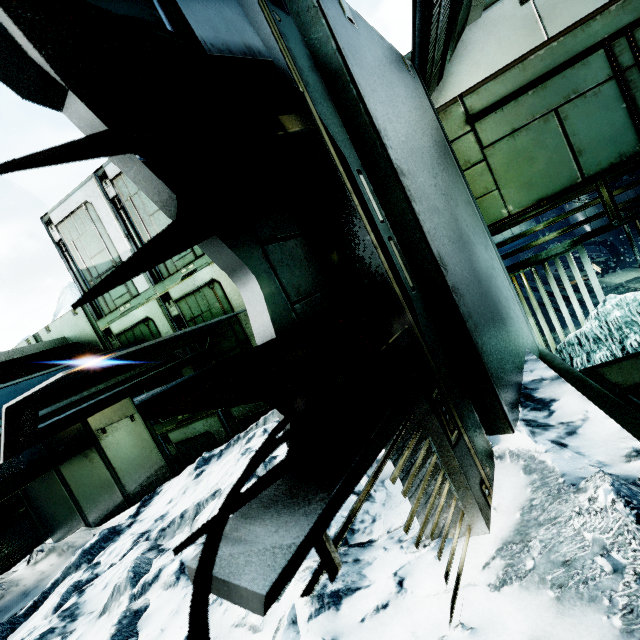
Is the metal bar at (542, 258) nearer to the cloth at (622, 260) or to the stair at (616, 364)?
the stair at (616, 364)

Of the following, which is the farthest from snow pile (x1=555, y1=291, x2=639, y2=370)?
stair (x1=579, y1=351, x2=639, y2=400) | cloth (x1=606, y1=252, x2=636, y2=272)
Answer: cloth (x1=606, y1=252, x2=636, y2=272)

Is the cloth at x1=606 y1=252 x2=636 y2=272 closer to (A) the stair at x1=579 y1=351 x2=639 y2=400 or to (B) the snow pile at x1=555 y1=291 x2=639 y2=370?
(B) the snow pile at x1=555 y1=291 x2=639 y2=370

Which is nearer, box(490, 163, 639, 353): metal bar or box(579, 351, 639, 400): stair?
box(579, 351, 639, 400): stair

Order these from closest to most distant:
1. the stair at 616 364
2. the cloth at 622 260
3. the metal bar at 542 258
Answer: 1. the stair at 616 364
2. the metal bar at 542 258
3. the cloth at 622 260

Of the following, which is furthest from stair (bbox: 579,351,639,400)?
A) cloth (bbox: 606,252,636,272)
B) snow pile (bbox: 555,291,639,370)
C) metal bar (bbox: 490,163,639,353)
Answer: cloth (bbox: 606,252,636,272)

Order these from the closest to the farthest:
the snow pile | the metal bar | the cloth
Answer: the snow pile < the metal bar < the cloth

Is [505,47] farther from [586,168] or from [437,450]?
[437,450]
